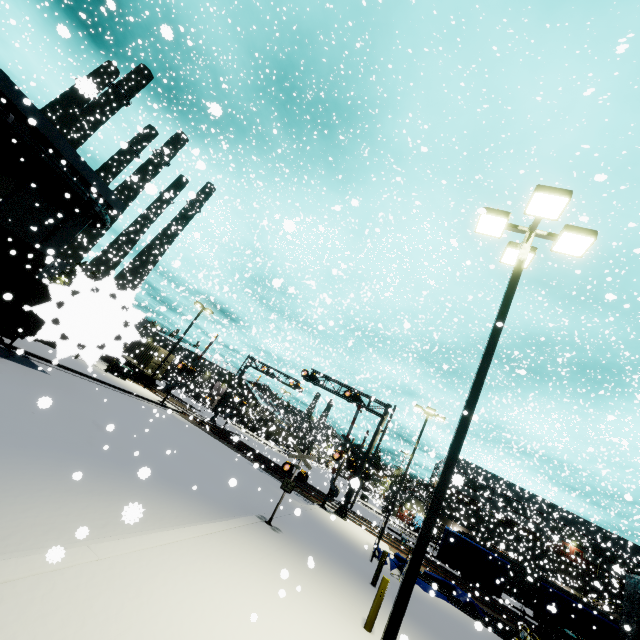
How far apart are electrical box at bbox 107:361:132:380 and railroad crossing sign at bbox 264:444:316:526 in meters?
22.0

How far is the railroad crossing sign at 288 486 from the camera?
11.8m

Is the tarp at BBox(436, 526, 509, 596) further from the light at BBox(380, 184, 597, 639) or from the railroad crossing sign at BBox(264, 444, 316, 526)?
the light at BBox(380, 184, 597, 639)

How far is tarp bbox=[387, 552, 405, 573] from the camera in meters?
17.0 m

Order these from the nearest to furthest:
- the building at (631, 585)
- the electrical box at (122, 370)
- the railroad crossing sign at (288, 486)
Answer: the railroad crossing sign at (288, 486)
the building at (631, 585)
the electrical box at (122, 370)

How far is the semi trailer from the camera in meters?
26.8

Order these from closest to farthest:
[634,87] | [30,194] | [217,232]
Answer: [30,194]
[634,87]
[217,232]

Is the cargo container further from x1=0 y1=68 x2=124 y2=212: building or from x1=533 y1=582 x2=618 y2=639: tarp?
x1=533 y1=582 x2=618 y2=639: tarp
